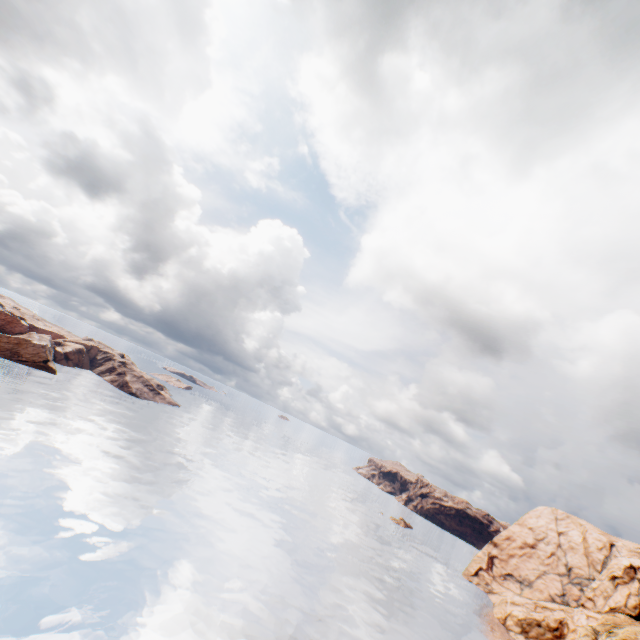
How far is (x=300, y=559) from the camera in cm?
5603
